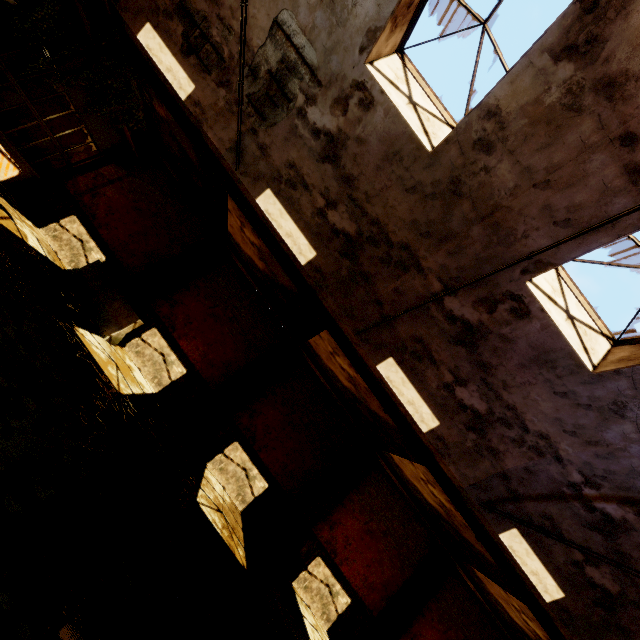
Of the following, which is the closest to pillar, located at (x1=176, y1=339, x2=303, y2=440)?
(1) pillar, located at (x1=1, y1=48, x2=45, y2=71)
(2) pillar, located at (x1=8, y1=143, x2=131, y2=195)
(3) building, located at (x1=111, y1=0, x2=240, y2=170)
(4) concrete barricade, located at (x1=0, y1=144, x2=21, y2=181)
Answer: (3) building, located at (x1=111, y1=0, x2=240, y2=170)

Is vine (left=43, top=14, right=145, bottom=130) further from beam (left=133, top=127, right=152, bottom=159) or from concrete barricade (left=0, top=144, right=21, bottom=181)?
concrete barricade (left=0, top=144, right=21, bottom=181)

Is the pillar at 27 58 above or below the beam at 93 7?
below

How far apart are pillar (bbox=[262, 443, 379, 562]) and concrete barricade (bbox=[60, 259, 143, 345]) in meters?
8.1

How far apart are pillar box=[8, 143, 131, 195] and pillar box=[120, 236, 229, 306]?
4.6 meters

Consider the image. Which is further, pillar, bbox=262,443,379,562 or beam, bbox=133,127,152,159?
beam, bbox=133,127,152,159

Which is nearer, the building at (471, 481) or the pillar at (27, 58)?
the building at (471, 481)

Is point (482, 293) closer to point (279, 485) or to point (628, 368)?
point (628, 368)
